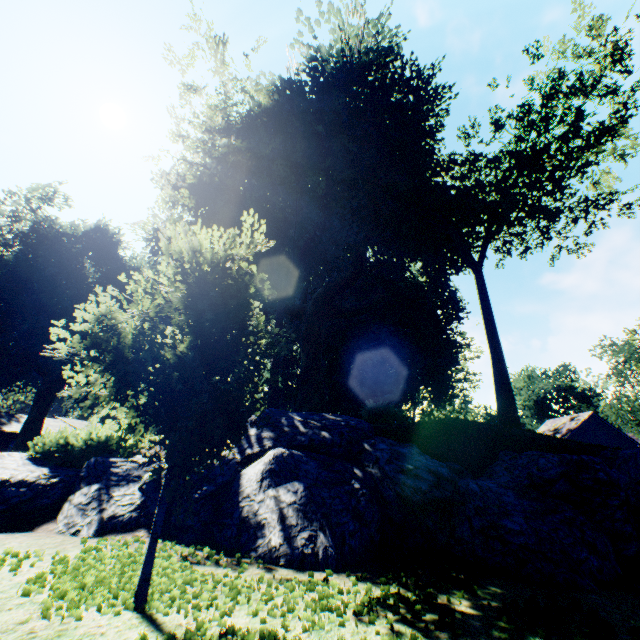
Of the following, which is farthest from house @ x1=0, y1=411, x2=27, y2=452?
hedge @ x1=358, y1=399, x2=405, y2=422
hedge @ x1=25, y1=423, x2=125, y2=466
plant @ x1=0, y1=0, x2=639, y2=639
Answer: hedge @ x1=358, y1=399, x2=405, y2=422

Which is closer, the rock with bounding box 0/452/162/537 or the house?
the rock with bounding box 0/452/162/537

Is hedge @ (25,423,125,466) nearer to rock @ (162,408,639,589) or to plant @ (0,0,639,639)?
rock @ (162,408,639,589)

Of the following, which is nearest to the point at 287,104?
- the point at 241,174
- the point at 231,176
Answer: the point at 241,174

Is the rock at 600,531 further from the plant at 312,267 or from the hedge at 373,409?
the hedge at 373,409

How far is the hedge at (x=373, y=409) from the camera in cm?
1364

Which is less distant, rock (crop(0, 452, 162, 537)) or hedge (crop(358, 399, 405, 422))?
rock (crop(0, 452, 162, 537))

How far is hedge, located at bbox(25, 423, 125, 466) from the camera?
8.50m
